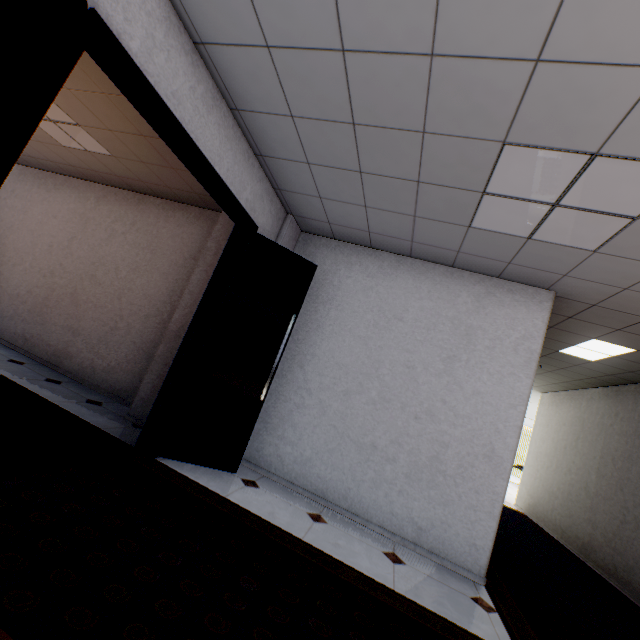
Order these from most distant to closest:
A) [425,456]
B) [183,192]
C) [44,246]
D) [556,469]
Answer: [556,469] → [44,246] → [183,192] → [425,456]

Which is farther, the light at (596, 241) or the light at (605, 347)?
the light at (605, 347)

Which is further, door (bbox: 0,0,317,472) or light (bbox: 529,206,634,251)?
light (bbox: 529,206,634,251)

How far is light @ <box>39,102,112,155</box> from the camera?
3.7m

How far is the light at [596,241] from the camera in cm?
230

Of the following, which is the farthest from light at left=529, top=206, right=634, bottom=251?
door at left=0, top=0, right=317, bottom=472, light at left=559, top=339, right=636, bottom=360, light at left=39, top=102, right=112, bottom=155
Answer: light at left=39, top=102, right=112, bottom=155

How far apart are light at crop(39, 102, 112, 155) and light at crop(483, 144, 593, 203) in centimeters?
451cm

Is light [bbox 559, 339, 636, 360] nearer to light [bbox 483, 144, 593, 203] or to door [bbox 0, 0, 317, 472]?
light [bbox 483, 144, 593, 203]
